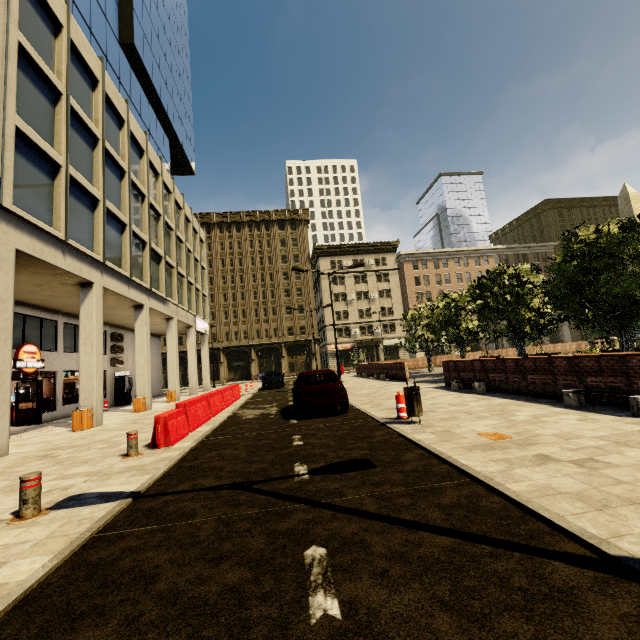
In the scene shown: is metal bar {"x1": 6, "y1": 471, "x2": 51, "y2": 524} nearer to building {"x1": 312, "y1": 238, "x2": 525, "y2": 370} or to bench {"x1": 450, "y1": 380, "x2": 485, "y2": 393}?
building {"x1": 312, "y1": 238, "x2": 525, "y2": 370}

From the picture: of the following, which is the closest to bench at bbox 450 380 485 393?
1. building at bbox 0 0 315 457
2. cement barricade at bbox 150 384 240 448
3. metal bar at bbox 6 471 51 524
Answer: cement barricade at bbox 150 384 240 448

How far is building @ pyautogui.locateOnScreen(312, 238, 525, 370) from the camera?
54.81m

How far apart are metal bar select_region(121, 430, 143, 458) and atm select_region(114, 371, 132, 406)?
18.3 meters

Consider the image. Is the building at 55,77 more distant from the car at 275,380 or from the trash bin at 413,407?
the trash bin at 413,407

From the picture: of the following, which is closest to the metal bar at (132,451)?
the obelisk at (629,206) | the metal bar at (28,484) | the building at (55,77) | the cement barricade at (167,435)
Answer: the cement barricade at (167,435)

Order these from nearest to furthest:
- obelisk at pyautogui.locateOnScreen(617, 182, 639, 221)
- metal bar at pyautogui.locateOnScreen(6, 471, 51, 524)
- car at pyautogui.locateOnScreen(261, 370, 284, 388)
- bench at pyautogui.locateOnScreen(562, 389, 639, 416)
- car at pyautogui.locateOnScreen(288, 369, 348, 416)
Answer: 1. metal bar at pyautogui.locateOnScreen(6, 471, 51, 524)
2. bench at pyautogui.locateOnScreen(562, 389, 639, 416)
3. car at pyautogui.locateOnScreen(288, 369, 348, 416)
4. obelisk at pyautogui.locateOnScreen(617, 182, 639, 221)
5. car at pyautogui.locateOnScreen(261, 370, 284, 388)

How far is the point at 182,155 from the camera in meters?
34.8
